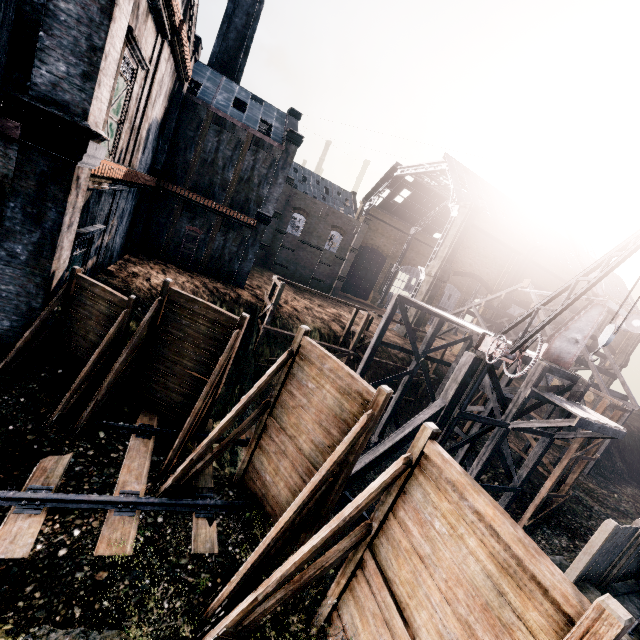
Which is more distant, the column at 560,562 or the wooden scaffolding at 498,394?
the wooden scaffolding at 498,394

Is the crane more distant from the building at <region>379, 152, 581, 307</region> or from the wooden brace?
the building at <region>379, 152, 581, 307</region>

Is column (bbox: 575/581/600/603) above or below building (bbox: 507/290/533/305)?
below

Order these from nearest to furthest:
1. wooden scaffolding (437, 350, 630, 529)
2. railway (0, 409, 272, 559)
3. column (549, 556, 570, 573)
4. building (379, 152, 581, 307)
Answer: railway (0, 409, 272, 559) → column (549, 556, 570, 573) → wooden scaffolding (437, 350, 630, 529) → building (379, 152, 581, 307)

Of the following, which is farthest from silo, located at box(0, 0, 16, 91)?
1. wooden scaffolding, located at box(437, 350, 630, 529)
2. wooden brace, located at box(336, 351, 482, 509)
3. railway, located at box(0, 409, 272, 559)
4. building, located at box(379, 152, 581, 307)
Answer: building, located at box(379, 152, 581, 307)

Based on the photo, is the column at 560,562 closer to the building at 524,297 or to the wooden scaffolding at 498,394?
the wooden scaffolding at 498,394

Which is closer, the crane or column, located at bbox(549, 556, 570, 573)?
the crane

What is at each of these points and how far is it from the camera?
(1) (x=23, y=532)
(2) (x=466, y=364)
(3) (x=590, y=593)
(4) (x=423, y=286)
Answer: (1) railway, 6.9m
(2) wooden brace, 15.1m
(3) column, 11.5m
(4) building, 41.5m
